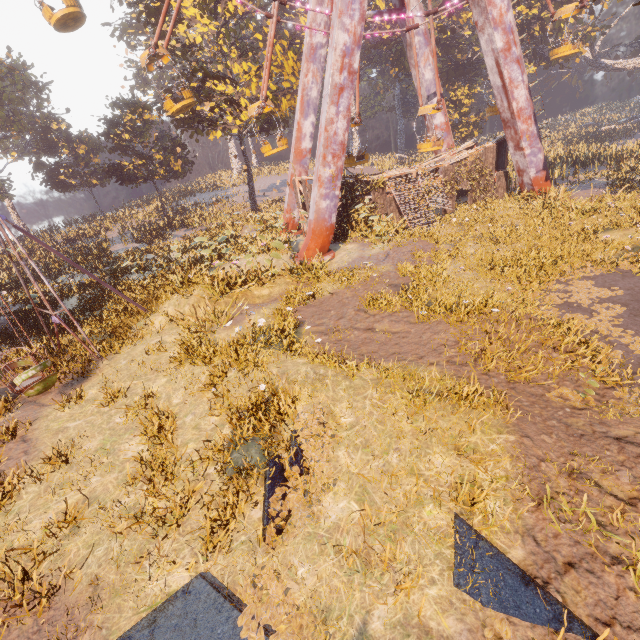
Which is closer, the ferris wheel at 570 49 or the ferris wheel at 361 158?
the ferris wheel at 361 158

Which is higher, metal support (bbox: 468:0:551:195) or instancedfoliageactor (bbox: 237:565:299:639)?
metal support (bbox: 468:0:551:195)

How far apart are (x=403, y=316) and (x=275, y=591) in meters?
7.6 m

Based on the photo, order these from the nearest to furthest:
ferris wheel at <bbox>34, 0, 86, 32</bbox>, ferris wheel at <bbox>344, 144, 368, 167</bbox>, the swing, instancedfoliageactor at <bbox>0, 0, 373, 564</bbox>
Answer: instancedfoliageactor at <bbox>0, 0, 373, 564</bbox>
the swing
ferris wheel at <bbox>34, 0, 86, 32</bbox>
ferris wheel at <bbox>344, 144, 368, 167</bbox>

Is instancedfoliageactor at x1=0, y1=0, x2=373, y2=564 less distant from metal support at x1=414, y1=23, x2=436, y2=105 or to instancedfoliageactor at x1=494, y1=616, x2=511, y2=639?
metal support at x1=414, y1=23, x2=436, y2=105

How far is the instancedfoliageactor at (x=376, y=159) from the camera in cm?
2358

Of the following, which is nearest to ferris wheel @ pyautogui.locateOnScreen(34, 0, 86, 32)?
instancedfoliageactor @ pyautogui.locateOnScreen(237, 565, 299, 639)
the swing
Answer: the swing

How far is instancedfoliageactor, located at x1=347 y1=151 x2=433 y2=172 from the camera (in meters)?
23.58
